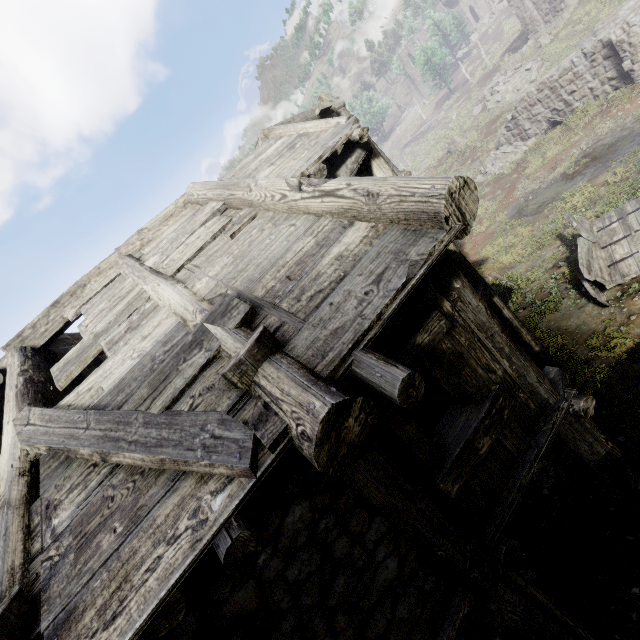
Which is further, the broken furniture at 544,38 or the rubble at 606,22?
the broken furniture at 544,38

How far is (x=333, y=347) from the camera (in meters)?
2.48

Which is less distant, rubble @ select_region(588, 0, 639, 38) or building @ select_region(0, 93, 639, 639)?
building @ select_region(0, 93, 639, 639)

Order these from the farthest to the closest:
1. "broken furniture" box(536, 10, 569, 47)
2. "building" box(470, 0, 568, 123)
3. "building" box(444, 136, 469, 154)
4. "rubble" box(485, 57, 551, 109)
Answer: "building" box(470, 0, 568, 123)
"building" box(444, 136, 469, 154)
"broken furniture" box(536, 10, 569, 47)
"rubble" box(485, 57, 551, 109)

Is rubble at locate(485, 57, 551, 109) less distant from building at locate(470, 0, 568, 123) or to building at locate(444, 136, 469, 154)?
building at locate(470, 0, 568, 123)

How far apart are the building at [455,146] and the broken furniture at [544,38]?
9.3m

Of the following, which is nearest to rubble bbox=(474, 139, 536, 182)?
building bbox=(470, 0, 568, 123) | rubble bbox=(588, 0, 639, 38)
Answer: rubble bbox=(588, 0, 639, 38)

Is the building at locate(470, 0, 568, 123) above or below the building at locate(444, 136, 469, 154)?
above
